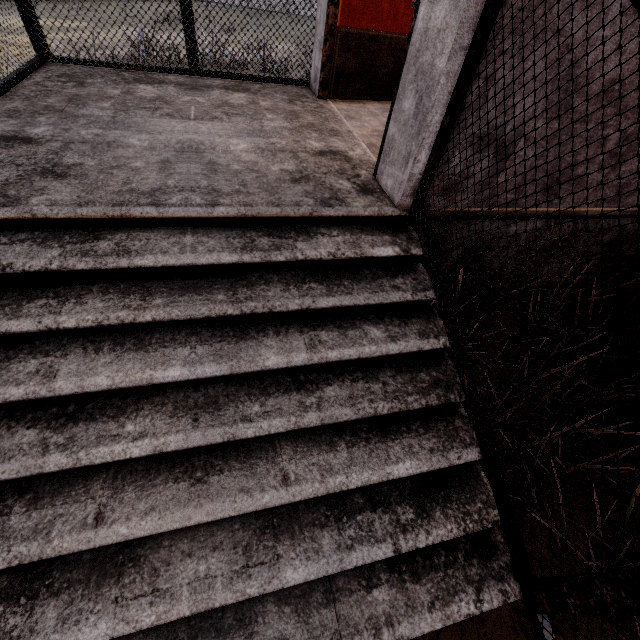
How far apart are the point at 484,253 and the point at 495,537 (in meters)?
2.07
